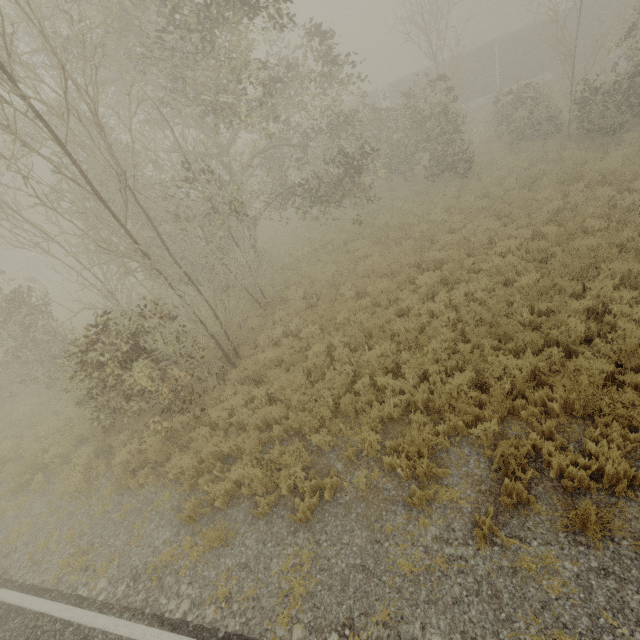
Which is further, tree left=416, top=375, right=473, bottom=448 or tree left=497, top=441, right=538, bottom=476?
tree left=416, top=375, right=473, bottom=448

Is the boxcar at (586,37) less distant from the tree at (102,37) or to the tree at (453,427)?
the tree at (102,37)

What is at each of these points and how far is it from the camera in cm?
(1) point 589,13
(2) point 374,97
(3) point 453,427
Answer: (1) boxcar, 2594
(2) boxcar, 3084
(3) tree, 590

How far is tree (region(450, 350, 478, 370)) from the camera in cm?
670

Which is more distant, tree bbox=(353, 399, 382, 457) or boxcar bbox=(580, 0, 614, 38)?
boxcar bbox=(580, 0, 614, 38)

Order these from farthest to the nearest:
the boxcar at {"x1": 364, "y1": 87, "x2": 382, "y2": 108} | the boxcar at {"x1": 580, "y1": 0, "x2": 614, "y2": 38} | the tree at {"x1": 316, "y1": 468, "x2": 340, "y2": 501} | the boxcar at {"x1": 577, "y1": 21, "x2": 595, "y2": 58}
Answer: the boxcar at {"x1": 364, "y1": 87, "x2": 382, "y2": 108} < the boxcar at {"x1": 577, "y1": 21, "x2": 595, "y2": 58} < the boxcar at {"x1": 580, "y1": 0, "x2": 614, "y2": 38} < the tree at {"x1": 316, "y1": 468, "x2": 340, "y2": 501}

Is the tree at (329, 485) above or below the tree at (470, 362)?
above

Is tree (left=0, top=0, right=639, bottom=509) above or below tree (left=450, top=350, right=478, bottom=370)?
above
